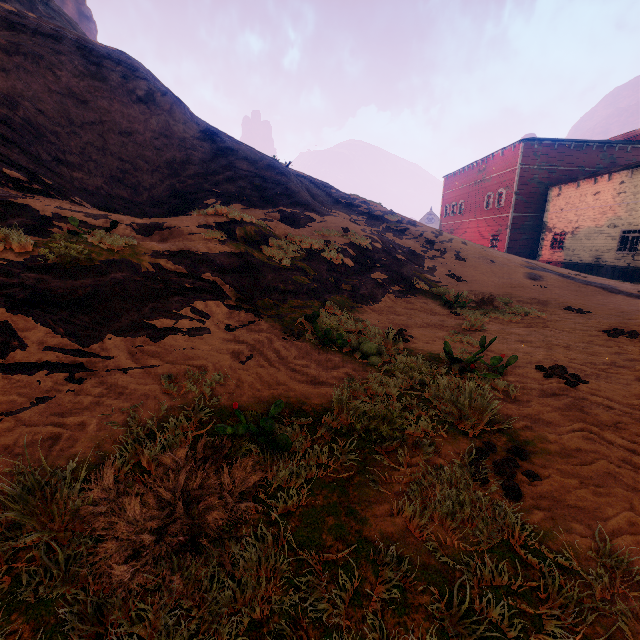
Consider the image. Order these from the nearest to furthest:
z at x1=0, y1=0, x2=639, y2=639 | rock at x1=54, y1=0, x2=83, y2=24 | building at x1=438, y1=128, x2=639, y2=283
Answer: z at x1=0, y1=0, x2=639, y2=639
building at x1=438, y1=128, x2=639, y2=283
rock at x1=54, y1=0, x2=83, y2=24

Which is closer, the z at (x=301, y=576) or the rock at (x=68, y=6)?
the z at (x=301, y=576)

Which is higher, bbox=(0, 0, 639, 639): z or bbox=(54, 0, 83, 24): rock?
bbox=(54, 0, 83, 24): rock

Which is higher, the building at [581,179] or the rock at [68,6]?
the rock at [68,6]

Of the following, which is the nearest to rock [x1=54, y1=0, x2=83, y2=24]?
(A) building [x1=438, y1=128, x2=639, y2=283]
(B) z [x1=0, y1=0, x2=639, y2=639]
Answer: (B) z [x1=0, y1=0, x2=639, y2=639]

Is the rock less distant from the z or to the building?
the z

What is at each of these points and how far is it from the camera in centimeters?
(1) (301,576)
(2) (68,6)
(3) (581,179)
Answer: (1) z, 186cm
(2) rock, 5769cm
(3) building, 2394cm
